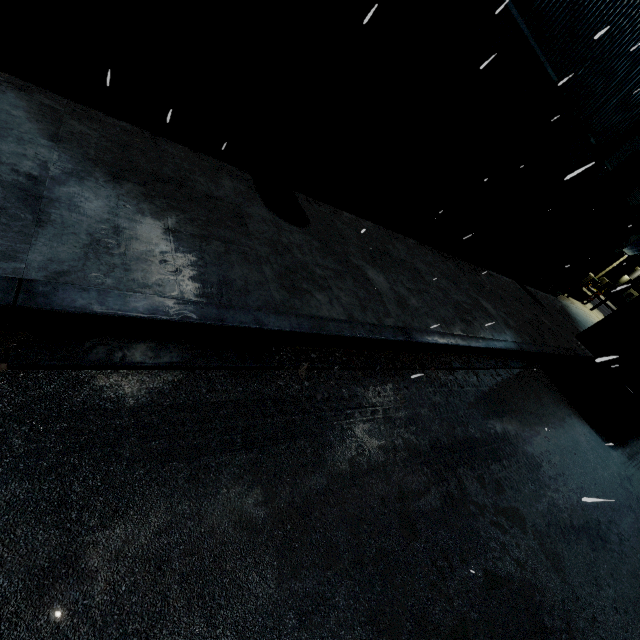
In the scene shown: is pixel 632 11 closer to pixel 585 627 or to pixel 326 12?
pixel 326 12

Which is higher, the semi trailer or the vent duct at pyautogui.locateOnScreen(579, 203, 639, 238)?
the vent duct at pyautogui.locateOnScreen(579, 203, 639, 238)

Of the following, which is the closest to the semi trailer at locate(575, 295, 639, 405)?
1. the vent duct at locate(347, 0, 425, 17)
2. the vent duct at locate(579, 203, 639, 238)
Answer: the vent duct at locate(579, 203, 639, 238)

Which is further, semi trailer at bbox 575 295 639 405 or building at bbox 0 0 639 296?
semi trailer at bbox 575 295 639 405

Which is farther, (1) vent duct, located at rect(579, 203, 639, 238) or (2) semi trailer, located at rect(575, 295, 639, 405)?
(1) vent duct, located at rect(579, 203, 639, 238)

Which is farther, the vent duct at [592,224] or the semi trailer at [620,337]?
the vent duct at [592,224]

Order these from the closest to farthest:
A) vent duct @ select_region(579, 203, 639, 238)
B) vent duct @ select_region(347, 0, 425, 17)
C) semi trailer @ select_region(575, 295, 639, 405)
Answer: vent duct @ select_region(347, 0, 425, 17) → semi trailer @ select_region(575, 295, 639, 405) → vent duct @ select_region(579, 203, 639, 238)

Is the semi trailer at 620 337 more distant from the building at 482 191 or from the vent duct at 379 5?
the vent duct at 379 5
